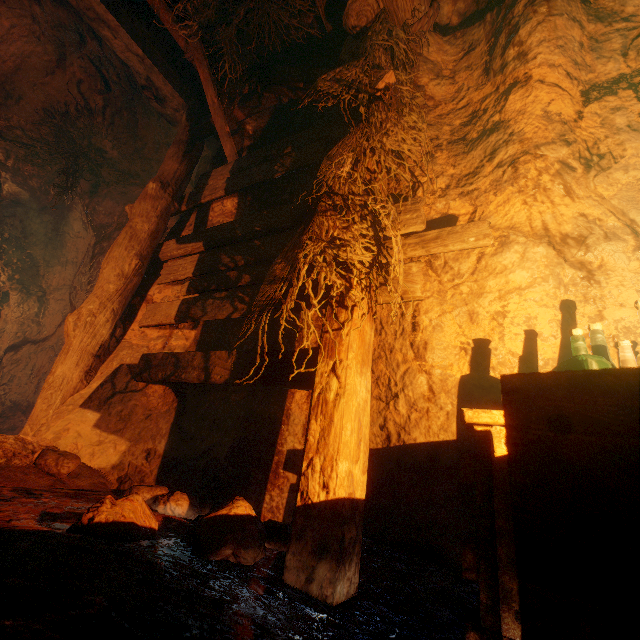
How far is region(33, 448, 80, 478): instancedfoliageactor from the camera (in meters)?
1.99

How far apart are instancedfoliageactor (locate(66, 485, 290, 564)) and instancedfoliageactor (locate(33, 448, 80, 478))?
1.21m

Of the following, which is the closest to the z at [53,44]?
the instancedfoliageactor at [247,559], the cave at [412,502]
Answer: the cave at [412,502]

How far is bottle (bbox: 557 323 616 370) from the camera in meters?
1.1

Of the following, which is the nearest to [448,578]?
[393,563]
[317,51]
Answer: [393,563]

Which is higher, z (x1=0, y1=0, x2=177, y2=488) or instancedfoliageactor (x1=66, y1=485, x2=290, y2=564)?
z (x1=0, y1=0, x2=177, y2=488)

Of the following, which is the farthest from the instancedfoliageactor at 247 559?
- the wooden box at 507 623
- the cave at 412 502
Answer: the wooden box at 507 623

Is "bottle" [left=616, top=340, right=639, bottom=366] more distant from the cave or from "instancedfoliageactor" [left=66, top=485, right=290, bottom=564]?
"instancedfoliageactor" [left=66, top=485, right=290, bottom=564]
